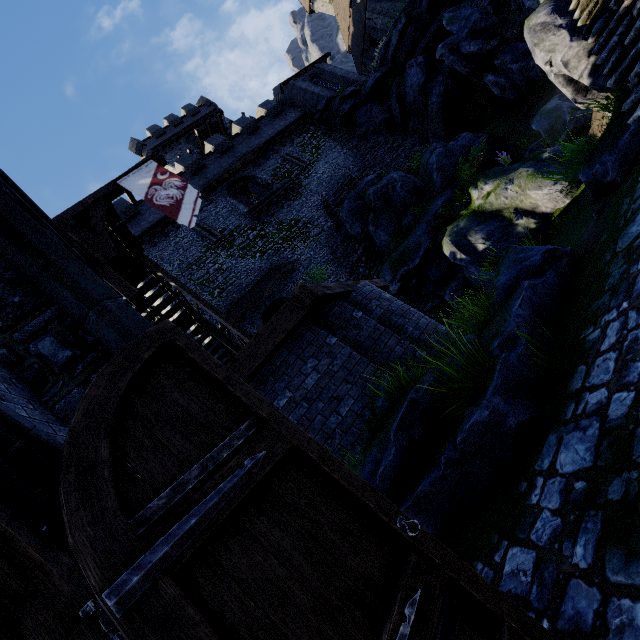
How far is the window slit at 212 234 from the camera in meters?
21.0 m

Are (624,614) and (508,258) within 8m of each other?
yes

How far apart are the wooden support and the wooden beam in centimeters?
1cm

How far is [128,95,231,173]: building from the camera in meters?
34.5 m

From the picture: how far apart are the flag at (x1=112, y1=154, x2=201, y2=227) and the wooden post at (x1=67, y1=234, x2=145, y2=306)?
1.6m

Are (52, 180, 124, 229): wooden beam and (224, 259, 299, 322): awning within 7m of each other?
no

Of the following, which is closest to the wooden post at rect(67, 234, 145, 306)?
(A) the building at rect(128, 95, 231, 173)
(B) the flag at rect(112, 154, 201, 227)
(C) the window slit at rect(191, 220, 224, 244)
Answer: (B) the flag at rect(112, 154, 201, 227)

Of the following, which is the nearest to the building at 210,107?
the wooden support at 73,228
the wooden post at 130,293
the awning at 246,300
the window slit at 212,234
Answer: the window slit at 212,234
